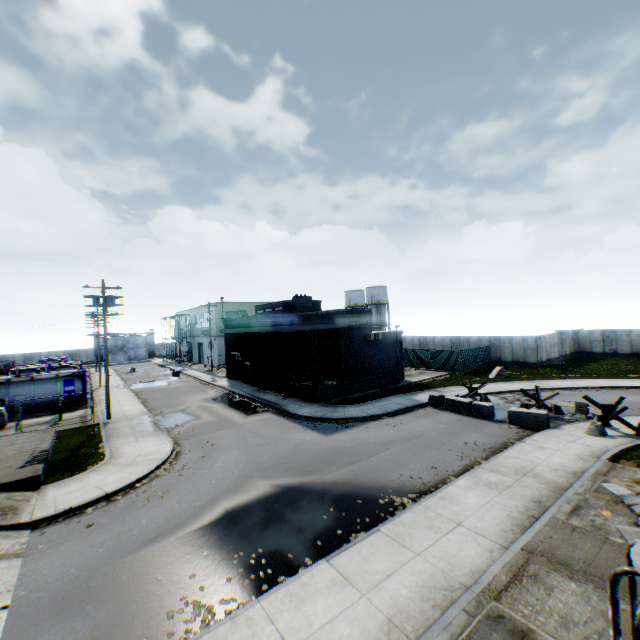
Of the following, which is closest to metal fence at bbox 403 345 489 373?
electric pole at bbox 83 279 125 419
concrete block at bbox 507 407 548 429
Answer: concrete block at bbox 507 407 548 429

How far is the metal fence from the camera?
34.3 meters

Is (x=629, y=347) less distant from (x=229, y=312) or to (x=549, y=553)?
(x=549, y=553)

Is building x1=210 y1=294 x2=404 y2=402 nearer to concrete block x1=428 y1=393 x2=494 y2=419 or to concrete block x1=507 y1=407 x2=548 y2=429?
concrete block x1=428 y1=393 x2=494 y2=419

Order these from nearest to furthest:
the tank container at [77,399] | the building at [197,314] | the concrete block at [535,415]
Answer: the concrete block at [535,415], the tank container at [77,399], the building at [197,314]

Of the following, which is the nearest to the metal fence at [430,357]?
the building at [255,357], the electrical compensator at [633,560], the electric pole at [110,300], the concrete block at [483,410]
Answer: the electrical compensator at [633,560]

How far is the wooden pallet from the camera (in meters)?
26.95

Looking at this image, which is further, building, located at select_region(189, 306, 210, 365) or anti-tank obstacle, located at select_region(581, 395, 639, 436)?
building, located at select_region(189, 306, 210, 365)
